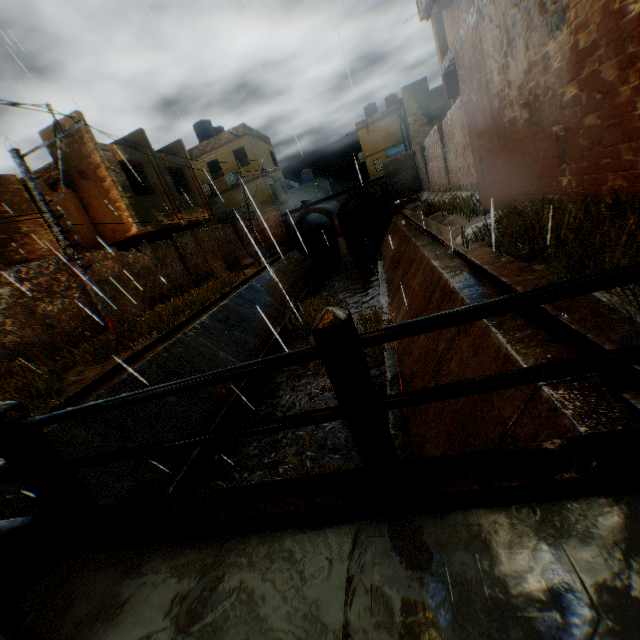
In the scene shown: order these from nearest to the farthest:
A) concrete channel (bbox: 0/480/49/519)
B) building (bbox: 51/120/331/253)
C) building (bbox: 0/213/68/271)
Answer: concrete channel (bbox: 0/480/49/519) < building (bbox: 0/213/68/271) < building (bbox: 51/120/331/253)

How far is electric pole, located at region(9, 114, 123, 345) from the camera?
8.5 meters

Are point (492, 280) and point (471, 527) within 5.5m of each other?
yes

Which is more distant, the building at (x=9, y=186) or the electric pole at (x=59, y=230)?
the building at (x=9, y=186)

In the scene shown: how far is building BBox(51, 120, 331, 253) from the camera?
Result: 13.5m

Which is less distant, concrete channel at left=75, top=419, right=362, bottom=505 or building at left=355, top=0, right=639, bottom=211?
building at left=355, top=0, right=639, bottom=211

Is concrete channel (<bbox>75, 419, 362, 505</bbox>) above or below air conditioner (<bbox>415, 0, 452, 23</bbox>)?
below

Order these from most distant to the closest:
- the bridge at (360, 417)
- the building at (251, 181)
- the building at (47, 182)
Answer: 1. the building at (251, 181)
2. the building at (47, 182)
3. the bridge at (360, 417)
